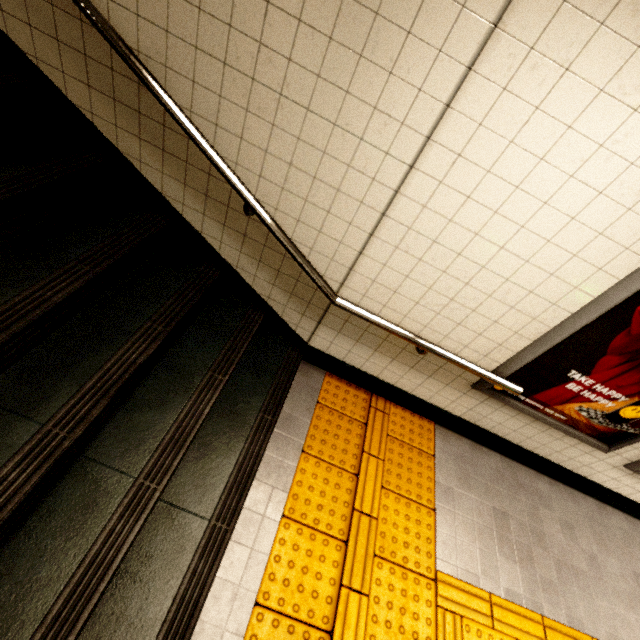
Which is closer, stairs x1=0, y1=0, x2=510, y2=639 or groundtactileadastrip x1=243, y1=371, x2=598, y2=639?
stairs x1=0, y1=0, x2=510, y2=639

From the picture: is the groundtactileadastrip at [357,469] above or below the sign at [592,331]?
below

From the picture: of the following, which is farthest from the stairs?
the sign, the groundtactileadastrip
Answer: the sign

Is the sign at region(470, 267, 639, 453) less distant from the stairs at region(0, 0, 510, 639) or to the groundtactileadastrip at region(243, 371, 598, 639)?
the groundtactileadastrip at region(243, 371, 598, 639)

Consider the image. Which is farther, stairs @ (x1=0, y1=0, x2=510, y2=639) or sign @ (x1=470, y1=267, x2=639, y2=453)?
sign @ (x1=470, y1=267, x2=639, y2=453)

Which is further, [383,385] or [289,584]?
[383,385]

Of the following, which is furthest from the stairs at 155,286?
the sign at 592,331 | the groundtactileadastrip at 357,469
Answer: the sign at 592,331
